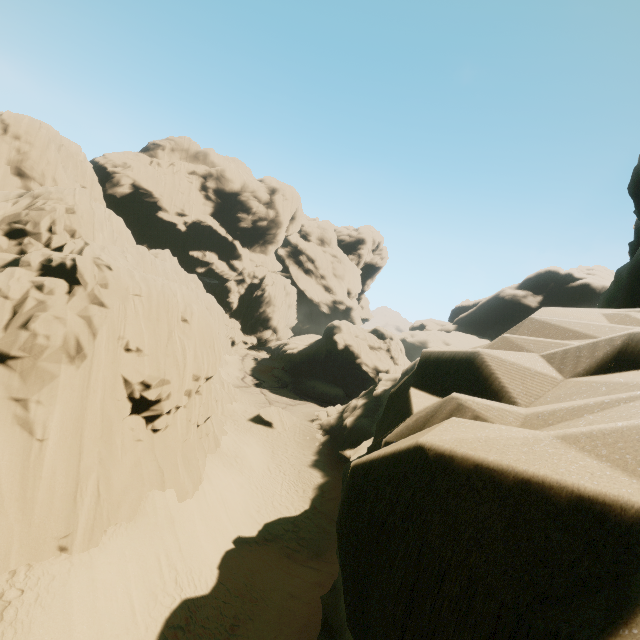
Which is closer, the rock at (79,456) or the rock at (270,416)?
the rock at (79,456)

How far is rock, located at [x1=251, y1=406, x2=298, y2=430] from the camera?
31.1 meters

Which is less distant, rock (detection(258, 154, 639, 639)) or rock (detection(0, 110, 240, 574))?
rock (detection(258, 154, 639, 639))

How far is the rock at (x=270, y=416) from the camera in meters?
31.1 m

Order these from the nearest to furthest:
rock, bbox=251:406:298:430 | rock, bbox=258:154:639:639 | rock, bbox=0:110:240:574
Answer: rock, bbox=258:154:639:639 → rock, bbox=0:110:240:574 → rock, bbox=251:406:298:430

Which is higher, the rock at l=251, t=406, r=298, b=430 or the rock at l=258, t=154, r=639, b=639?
the rock at l=258, t=154, r=639, b=639

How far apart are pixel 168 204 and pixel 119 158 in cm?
1237
